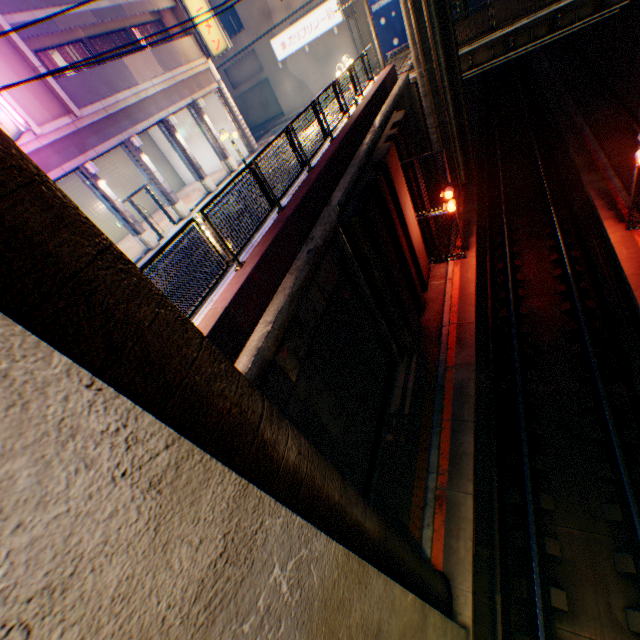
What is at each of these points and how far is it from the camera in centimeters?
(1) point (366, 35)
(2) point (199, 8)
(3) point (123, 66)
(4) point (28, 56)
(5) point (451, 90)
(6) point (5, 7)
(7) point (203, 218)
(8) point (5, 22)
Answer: (1) building, 2414cm
(2) sign, 1762cm
(3) balcony, 1497cm
(4) concrete block, 1180cm
(5) overpass support, 1611cm
(6) balcony, 1147cm
(7) metal fence, 591cm
(8) concrete block, 1132cm

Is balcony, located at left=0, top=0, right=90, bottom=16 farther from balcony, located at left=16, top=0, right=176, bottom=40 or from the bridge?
the bridge

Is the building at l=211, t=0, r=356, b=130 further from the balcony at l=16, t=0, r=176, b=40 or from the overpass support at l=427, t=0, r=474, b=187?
the balcony at l=16, t=0, r=176, b=40

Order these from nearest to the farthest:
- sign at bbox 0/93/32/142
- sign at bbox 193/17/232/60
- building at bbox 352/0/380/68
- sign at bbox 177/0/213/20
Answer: sign at bbox 0/93/32/142 → sign at bbox 177/0/213/20 → sign at bbox 193/17/232/60 → building at bbox 352/0/380/68

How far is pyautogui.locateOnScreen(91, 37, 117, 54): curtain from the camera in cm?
1563

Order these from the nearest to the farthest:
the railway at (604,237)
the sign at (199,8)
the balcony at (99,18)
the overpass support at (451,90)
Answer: the railway at (604,237) < the balcony at (99,18) < the overpass support at (451,90) < the sign at (199,8)

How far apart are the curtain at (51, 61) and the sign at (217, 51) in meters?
8.0 m

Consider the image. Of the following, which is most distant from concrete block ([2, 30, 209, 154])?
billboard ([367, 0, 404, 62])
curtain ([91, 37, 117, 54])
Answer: billboard ([367, 0, 404, 62])
